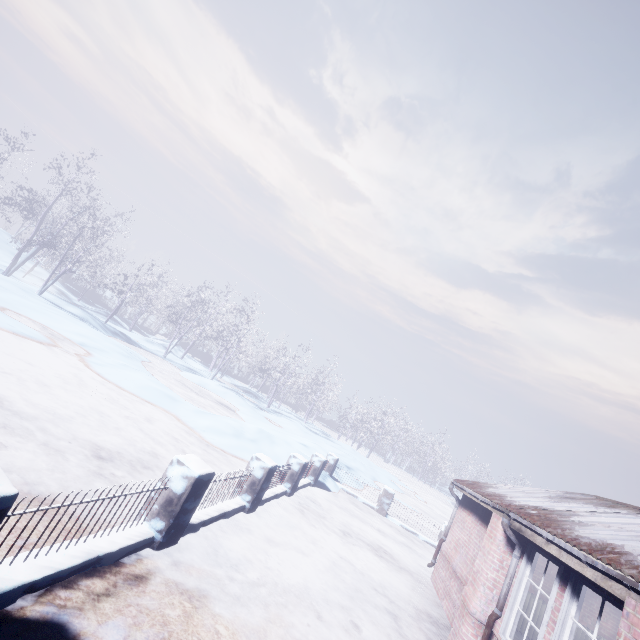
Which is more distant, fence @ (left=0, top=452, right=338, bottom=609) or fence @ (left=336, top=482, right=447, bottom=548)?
fence @ (left=336, top=482, right=447, bottom=548)

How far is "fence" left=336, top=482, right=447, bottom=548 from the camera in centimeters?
1141cm

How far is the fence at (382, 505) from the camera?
11.4m

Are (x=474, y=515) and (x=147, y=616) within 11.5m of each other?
yes

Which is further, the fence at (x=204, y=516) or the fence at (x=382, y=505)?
the fence at (x=382, y=505)
